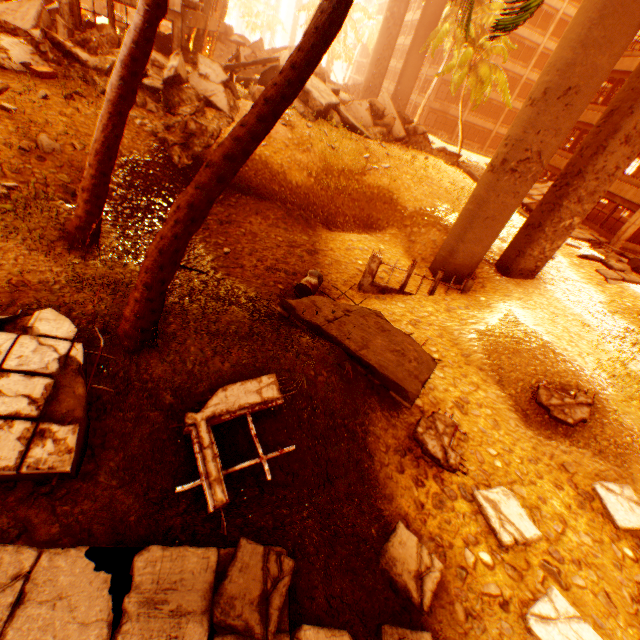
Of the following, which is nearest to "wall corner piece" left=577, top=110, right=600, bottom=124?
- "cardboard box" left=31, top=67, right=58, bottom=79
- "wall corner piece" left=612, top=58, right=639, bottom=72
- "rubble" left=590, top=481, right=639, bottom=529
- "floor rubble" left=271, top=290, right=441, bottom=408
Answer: "wall corner piece" left=612, top=58, right=639, bottom=72

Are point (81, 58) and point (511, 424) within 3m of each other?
no

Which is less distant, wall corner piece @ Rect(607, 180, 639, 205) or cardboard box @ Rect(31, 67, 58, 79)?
cardboard box @ Rect(31, 67, 58, 79)

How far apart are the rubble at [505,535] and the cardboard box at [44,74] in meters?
16.3

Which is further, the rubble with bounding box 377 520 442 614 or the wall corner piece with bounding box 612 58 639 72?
the wall corner piece with bounding box 612 58 639 72

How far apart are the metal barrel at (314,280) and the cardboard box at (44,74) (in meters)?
10.23

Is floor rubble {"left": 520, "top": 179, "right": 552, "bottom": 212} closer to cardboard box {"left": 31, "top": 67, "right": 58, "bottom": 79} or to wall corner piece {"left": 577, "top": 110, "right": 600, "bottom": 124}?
wall corner piece {"left": 577, "top": 110, "right": 600, "bottom": 124}

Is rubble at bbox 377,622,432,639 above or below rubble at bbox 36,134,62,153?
below
